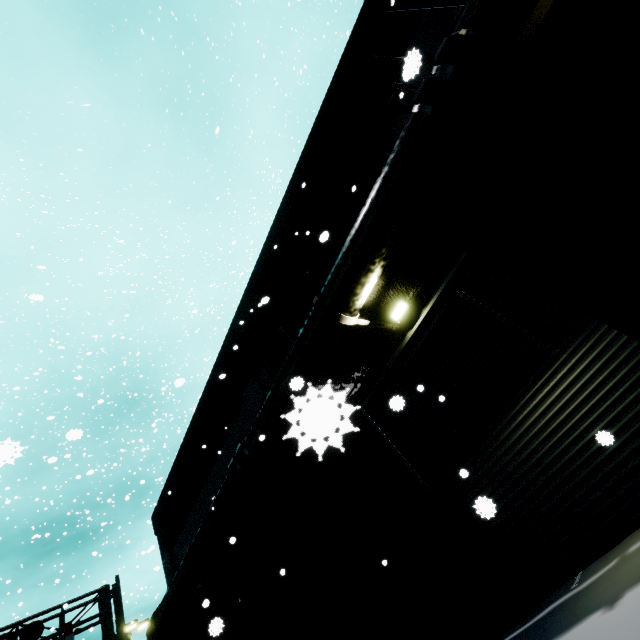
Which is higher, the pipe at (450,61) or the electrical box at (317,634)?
the pipe at (450,61)

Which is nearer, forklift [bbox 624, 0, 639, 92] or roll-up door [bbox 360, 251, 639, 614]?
forklift [bbox 624, 0, 639, 92]

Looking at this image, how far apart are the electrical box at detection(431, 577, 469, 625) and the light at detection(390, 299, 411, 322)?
4.9 meters

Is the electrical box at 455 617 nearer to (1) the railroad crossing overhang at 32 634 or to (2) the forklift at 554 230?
(2) the forklift at 554 230

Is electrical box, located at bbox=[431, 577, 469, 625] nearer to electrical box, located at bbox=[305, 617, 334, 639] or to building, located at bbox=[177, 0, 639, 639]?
building, located at bbox=[177, 0, 639, 639]

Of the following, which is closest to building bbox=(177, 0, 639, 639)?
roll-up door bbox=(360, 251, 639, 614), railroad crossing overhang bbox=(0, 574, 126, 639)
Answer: roll-up door bbox=(360, 251, 639, 614)

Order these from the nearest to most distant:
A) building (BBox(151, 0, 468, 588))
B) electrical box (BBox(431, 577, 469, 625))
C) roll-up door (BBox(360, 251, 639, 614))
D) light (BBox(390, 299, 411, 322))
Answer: roll-up door (BBox(360, 251, 639, 614))
electrical box (BBox(431, 577, 469, 625))
light (BBox(390, 299, 411, 322))
building (BBox(151, 0, 468, 588))

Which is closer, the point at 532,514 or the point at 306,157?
the point at 532,514
